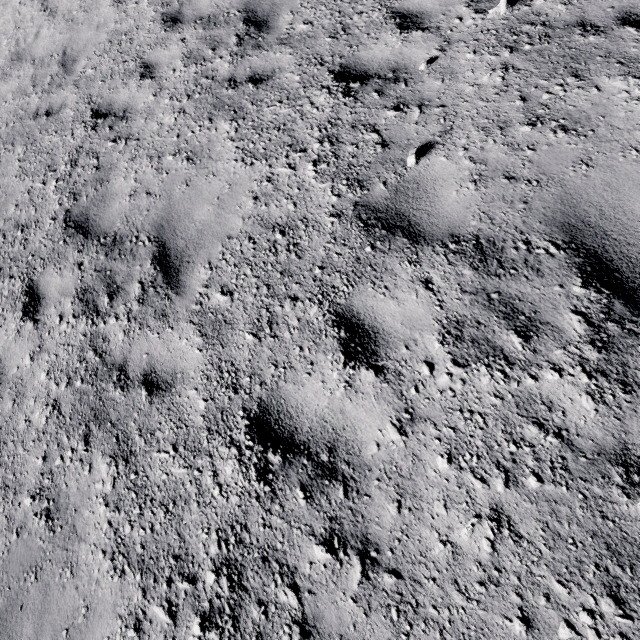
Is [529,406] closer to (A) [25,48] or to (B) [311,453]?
(B) [311,453]
